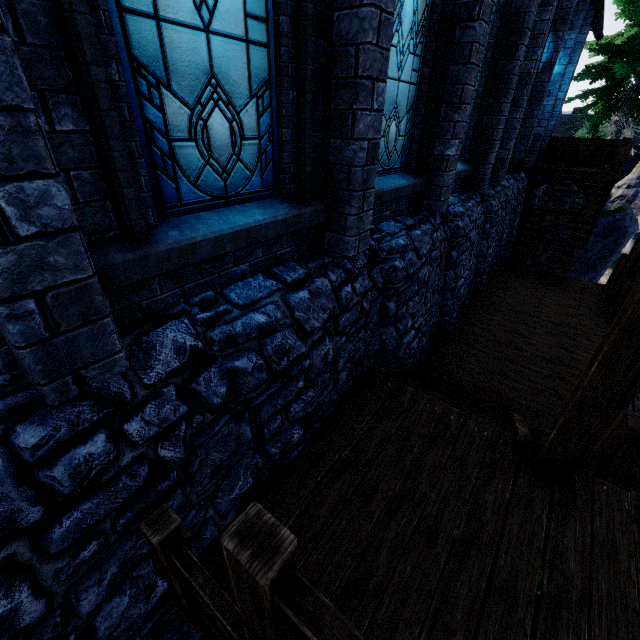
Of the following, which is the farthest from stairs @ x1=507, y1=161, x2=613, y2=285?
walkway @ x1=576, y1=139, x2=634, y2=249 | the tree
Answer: the tree

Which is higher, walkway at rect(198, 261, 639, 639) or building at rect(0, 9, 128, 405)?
building at rect(0, 9, 128, 405)

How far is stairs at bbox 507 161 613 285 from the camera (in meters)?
10.64

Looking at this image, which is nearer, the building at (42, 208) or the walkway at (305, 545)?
the building at (42, 208)

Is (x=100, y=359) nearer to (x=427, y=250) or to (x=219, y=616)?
(x=219, y=616)

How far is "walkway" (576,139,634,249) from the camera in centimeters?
1163cm

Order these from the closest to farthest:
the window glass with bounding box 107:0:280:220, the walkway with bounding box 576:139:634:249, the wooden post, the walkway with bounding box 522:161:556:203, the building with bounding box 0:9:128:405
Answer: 1. the building with bounding box 0:9:128:405
2. the window glass with bounding box 107:0:280:220
3. the wooden post
4. the walkway with bounding box 576:139:634:249
5. the walkway with bounding box 522:161:556:203

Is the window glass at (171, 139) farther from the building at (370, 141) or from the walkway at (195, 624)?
the walkway at (195, 624)
